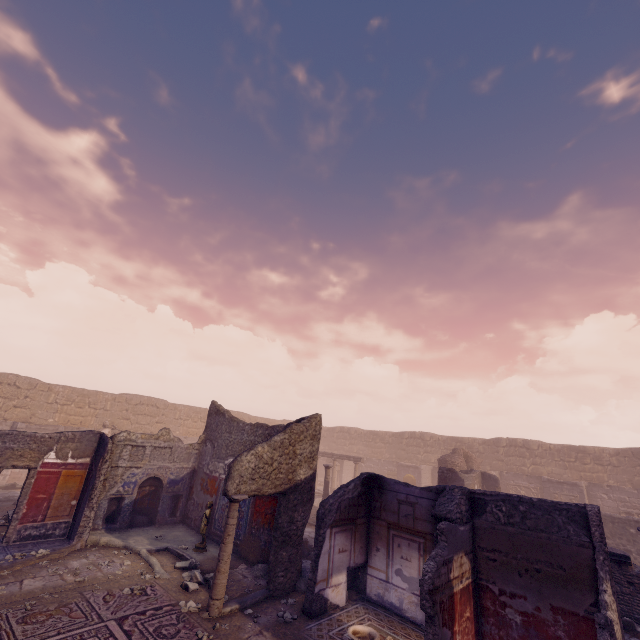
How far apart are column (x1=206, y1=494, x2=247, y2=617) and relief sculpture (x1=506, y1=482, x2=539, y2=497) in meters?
21.2

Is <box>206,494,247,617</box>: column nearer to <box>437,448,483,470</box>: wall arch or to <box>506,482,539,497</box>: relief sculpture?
<box>437,448,483,470</box>: wall arch

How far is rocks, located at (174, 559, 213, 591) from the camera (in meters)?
7.23

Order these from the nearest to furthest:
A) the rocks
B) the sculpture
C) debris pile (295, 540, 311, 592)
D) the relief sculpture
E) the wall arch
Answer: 1. the sculpture
2. the rocks
3. debris pile (295, 540, 311, 592)
4. the wall arch
5. the relief sculpture

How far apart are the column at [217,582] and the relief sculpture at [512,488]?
21.23m

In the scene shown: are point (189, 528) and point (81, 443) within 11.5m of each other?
yes

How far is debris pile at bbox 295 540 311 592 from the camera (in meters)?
7.79

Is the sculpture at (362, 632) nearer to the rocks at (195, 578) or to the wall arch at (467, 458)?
the rocks at (195, 578)
